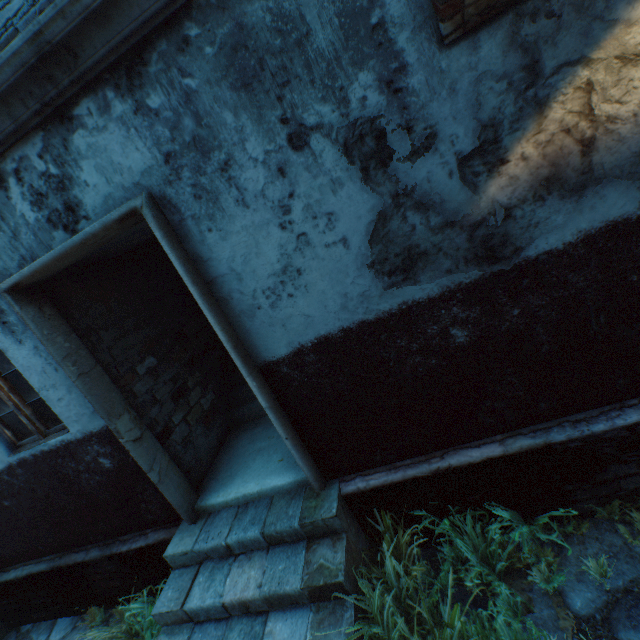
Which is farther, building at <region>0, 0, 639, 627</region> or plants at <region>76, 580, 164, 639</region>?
plants at <region>76, 580, 164, 639</region>

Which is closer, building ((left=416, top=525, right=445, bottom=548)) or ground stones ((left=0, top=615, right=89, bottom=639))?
building ((left=416, top=525, right=445, bottom=548))

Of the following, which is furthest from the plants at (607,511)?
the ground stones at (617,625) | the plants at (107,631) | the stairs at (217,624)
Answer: the plants at (107,631)

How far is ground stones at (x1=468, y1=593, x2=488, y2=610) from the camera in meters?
2.6 m

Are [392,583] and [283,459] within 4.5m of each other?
yes

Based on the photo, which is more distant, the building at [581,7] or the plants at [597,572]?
the plants at [597,572]

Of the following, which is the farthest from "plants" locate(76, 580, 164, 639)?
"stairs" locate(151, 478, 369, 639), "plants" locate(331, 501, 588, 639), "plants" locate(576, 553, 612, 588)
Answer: "plants" locate(576, 553, 612, 588)
